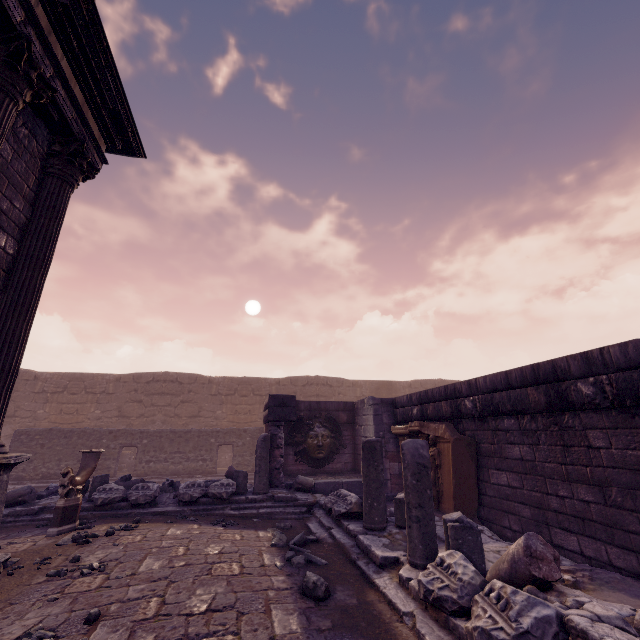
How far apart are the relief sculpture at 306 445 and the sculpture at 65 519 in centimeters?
550cm

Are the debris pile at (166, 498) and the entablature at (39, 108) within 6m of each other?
no

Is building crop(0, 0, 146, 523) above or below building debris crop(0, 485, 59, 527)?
above

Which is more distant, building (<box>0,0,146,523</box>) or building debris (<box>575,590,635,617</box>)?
building (<box>0,0,146,523</box>)

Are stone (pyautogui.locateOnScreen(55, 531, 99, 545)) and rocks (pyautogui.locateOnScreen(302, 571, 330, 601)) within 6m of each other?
yes

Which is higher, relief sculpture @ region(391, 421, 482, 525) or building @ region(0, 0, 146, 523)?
building @ region(0, 0, 146, 523)

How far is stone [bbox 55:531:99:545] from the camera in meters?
4.7

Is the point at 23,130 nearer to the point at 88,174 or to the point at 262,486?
the point at 88,174
